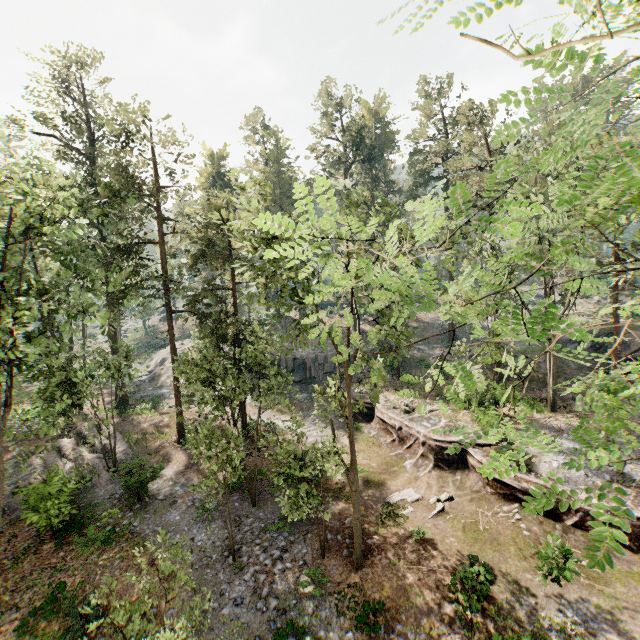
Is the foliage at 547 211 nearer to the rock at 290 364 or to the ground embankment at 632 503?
the ground embankment at 632 503

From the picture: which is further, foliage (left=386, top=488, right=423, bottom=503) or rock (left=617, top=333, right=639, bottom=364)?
rock (left=617, top=333, right=639, bottom=364)

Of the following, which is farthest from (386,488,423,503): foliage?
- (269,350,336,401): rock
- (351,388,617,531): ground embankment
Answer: (269,350,336,401): rock

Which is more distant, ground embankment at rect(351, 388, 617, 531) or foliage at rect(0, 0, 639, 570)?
ground embankment at rect(351, 388, 617, 531)

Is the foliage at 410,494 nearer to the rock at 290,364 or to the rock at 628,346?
the rock at 628,346

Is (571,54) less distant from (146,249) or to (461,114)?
(146,249)

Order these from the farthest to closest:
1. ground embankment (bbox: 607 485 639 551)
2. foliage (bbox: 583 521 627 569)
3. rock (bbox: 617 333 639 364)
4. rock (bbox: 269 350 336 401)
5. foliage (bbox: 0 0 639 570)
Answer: rock (bbox: 269 350 336 401) < rock (bbox: 617 333 639 364) < ground embankment (bbox: 607 485 639 551) < foliage (bbox: 0 0 639 570) < foliage (bbox: 583 521 627 569)
